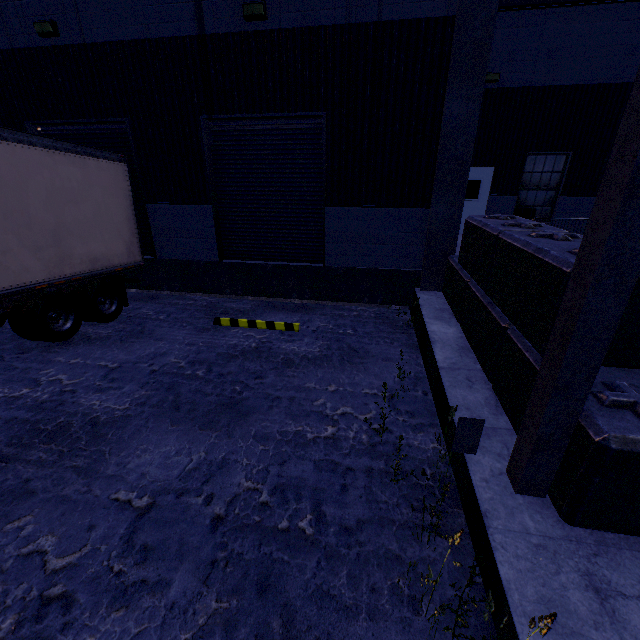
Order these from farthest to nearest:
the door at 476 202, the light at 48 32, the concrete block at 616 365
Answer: the door at 476 202
the light at 48 32
the concrete block at 616 365

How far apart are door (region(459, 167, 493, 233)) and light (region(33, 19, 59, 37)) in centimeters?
1218cm

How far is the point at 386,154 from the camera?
7.3m

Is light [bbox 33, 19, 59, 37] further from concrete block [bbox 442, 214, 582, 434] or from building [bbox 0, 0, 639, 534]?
concrete block [bbox 442, 214, 582, 434]

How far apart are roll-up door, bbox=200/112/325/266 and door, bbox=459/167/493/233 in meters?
7.0

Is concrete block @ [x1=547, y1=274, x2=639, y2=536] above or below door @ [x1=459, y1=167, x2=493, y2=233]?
below

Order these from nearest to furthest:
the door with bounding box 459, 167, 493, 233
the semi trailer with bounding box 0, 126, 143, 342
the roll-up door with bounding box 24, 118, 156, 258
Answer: the semi trailer with bounding box 0, 126, 143, 342
the roll-up door with bounding box 24, 118, 156, 258
the door with bounding box 459, 167, 493, 233

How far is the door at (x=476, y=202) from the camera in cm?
1228
